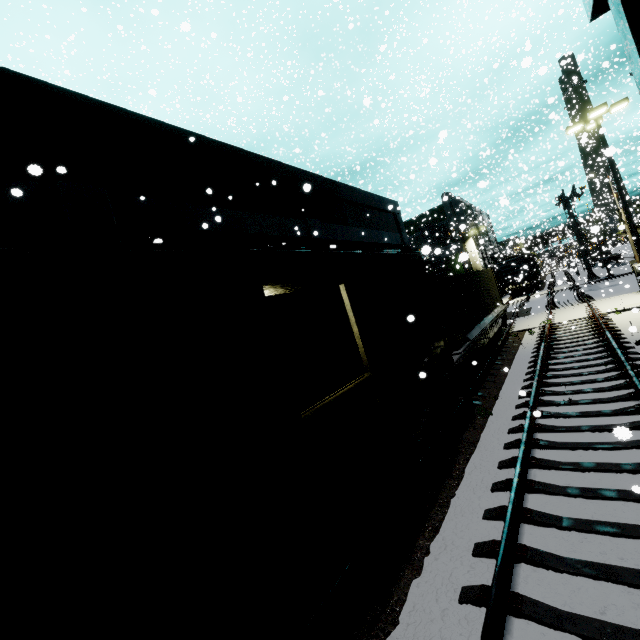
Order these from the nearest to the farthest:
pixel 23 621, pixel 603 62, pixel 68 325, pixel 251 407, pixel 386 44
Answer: pixel 23 621 < pixel 68 325 < pixel 251 407 < pixel 603 62 < pixel 386 44

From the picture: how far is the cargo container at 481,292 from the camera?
11.6 meters

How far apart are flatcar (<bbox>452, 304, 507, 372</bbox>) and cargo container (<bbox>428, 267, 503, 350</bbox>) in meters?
0.0

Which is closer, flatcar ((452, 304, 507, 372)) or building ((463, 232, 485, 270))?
flatcar ((452, 304, 507, 372))

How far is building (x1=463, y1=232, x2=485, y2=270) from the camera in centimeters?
4219cm

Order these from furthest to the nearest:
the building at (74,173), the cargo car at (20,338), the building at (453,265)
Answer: the building at (453,265)
the building at (74,173)
the cargo car at (20,338)

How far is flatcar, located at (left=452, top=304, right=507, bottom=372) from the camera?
10.3m

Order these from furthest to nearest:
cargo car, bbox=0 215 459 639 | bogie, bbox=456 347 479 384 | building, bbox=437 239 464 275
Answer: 1. building, bbox=437 239 464 275
2. bogie, bbox=456 347 479 384
3. cargo car, bbox=0 215 459 639
